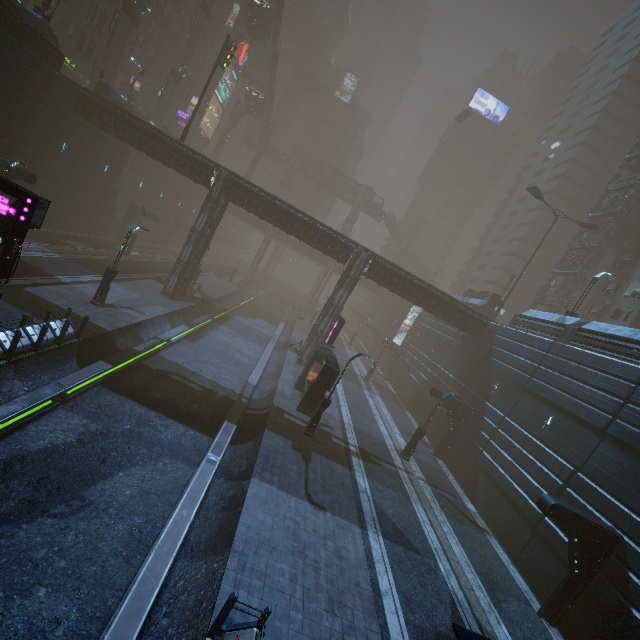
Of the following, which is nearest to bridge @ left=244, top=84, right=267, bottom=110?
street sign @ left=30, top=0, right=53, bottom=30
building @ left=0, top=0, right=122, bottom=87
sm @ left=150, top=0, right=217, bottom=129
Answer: building @ left=0, top=0, right=122, bottom=87

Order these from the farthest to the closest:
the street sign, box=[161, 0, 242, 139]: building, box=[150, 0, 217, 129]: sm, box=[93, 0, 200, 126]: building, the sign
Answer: box=[161, 0, 242, 139]: building → box=[150, 0, 217, 129]: sm → box=[93, 0, 200, 126]: building → the street sign → the sign

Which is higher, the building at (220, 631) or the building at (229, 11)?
the building at (229, 11)

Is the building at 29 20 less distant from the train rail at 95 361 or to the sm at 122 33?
the train rail at 95 361

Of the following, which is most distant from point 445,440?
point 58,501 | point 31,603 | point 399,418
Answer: point 31,603

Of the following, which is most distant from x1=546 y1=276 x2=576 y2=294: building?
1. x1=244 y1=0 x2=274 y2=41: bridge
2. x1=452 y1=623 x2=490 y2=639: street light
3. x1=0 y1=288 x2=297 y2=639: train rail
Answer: x1=244 y1=0 x2=274 y2=41: bridge

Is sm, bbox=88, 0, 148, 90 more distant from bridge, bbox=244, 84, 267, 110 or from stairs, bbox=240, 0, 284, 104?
bridge, bbox=244, 84, 267, 110

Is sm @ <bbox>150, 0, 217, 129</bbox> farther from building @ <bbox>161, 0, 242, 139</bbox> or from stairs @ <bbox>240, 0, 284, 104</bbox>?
stairs @ <bbox>240, 0, 284, 104</bbox>
